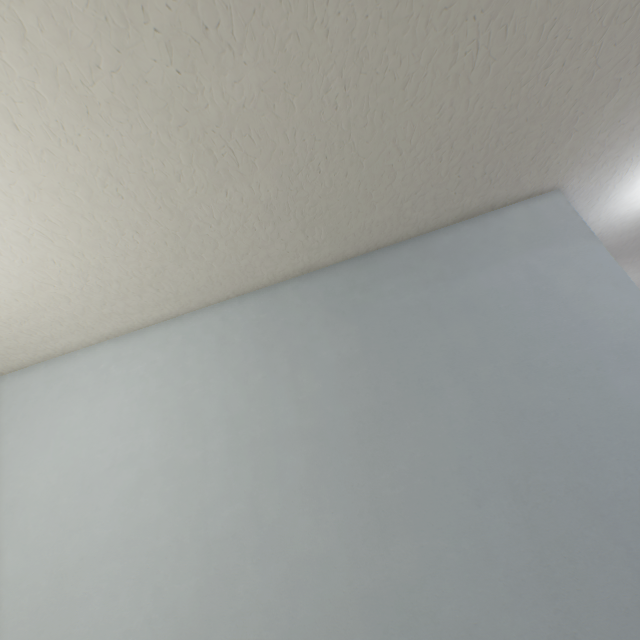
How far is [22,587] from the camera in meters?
1.3 m
